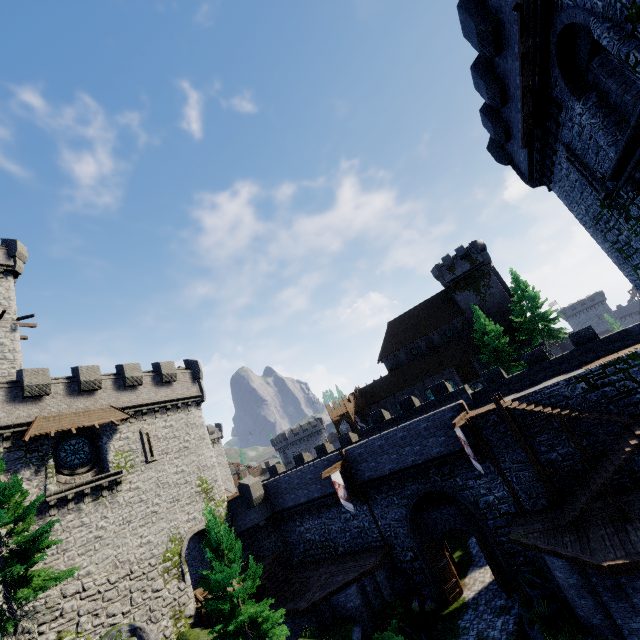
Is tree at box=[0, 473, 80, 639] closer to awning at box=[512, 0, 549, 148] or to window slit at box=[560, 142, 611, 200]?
awning at box=[512, 0, 549, 148]

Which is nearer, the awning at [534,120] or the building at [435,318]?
the awning at [534,120]

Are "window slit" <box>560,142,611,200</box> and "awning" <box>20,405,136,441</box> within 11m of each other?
no

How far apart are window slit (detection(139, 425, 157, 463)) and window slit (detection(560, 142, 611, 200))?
30.0 meters

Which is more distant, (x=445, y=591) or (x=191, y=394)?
(x=191, y=394)

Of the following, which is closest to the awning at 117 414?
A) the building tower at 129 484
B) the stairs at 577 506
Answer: the building tower at 129 484

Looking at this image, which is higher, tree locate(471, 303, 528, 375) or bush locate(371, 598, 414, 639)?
tree locate(471, 303, 528, 375)

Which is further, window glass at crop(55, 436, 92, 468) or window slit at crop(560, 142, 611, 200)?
window glass at crop(55, 436, 92, 468)
